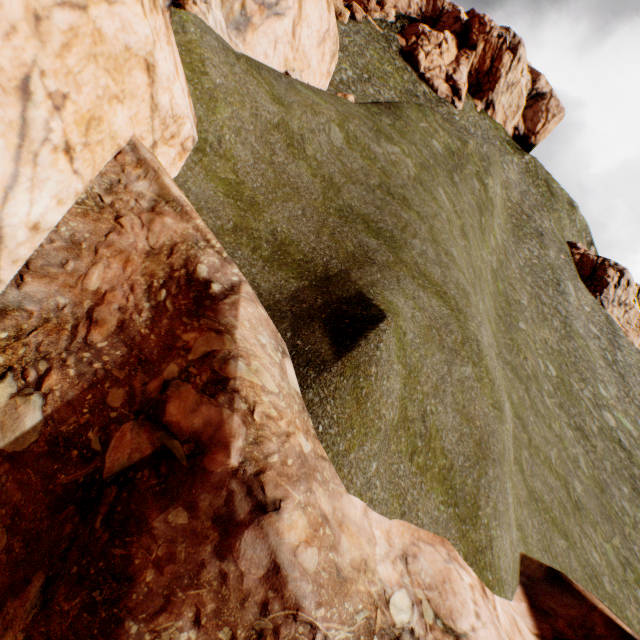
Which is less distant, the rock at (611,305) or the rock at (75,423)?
the rock at (75,423)

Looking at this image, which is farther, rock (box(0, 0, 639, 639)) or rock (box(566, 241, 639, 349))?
rock (box(566, 241, 639, 349))

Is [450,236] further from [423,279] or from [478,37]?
[478,37]
